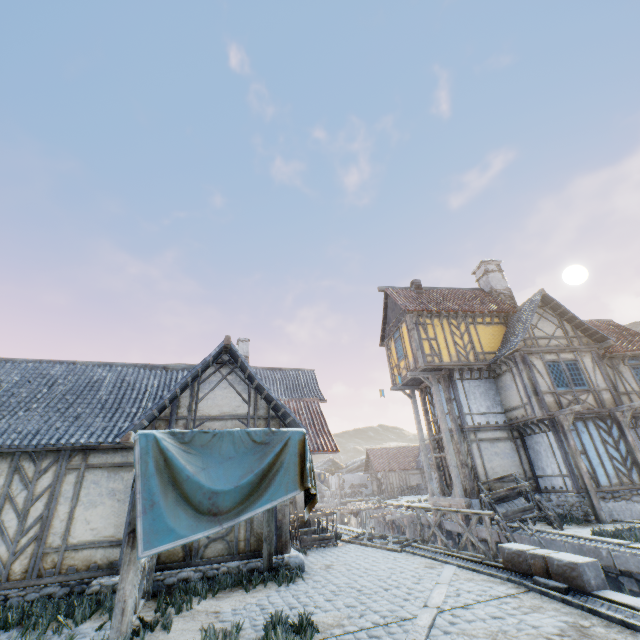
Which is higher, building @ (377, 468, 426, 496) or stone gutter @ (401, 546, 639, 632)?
building @ (377, 468, 426, 496)

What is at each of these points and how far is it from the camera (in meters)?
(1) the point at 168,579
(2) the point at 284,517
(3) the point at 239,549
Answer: (1) stone foundation, 7.46
(2) building, 9.02
(3) building, 8.38

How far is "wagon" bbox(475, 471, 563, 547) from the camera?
11.0 meters

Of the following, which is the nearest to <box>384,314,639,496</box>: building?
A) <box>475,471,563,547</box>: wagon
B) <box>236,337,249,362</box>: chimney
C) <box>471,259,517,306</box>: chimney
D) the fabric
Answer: <box>475,471,563,547</box>: wagon

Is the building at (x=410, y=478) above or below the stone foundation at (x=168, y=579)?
above

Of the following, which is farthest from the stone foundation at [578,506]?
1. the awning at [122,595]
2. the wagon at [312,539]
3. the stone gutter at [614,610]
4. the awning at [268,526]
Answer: the awning at [122,595]

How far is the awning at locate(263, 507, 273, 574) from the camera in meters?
7.9

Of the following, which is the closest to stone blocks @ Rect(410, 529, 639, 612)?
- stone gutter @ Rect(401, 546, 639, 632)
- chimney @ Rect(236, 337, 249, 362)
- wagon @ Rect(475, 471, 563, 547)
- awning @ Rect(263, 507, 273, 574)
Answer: stone gutter @ Rect(401, 546, 639, 632)
